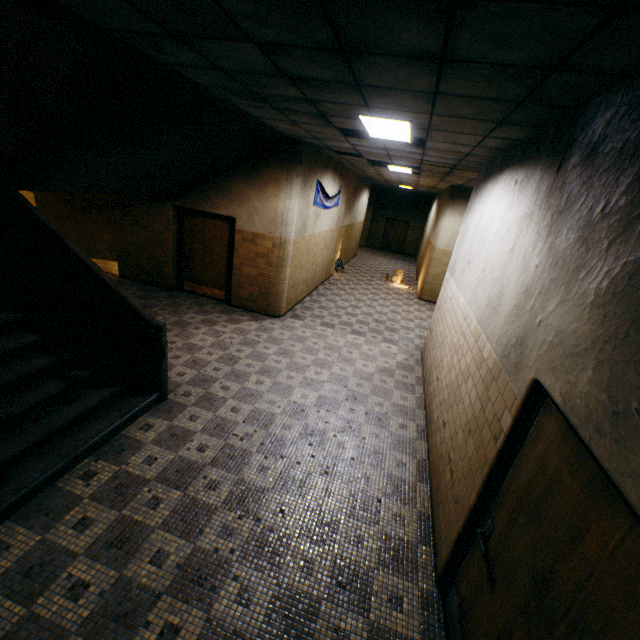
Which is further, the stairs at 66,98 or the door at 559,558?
the stairs at 66,98

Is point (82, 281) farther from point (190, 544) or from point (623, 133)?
point (623, 133)

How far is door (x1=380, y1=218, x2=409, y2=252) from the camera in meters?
22.5 m

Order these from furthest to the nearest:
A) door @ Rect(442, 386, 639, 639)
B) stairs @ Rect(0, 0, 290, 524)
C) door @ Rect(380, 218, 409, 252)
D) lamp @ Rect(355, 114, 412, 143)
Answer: door @ Rect(380, 218, 409, 252)
lamp @ Rect(355, 114, 412, 143)
stairs @ Rect(0, 0, 290, 524)
door @ Rect(442, 386, 639, 639)

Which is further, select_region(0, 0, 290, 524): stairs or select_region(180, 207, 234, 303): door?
select_region(180, 207, 234, 303): door

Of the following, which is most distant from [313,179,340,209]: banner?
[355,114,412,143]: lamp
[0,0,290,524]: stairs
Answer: [355,114,412,143]: lamp

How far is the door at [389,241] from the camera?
22.5 meters

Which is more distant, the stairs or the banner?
the banner
